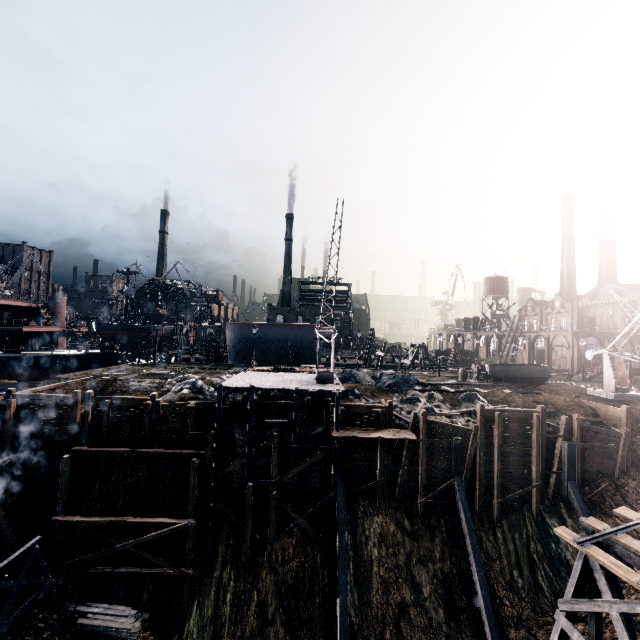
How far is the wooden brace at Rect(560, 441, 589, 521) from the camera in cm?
2243

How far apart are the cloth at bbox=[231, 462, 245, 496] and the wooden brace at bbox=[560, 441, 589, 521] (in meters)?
23.16

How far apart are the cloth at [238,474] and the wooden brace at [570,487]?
23.2m

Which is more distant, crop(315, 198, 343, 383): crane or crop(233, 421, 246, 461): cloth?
crop(233, 421, 246, 461): cloth

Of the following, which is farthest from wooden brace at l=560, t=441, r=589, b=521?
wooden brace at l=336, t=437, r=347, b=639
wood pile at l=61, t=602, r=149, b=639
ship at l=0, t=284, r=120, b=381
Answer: ship at l=0, t=284, r=120, b=381

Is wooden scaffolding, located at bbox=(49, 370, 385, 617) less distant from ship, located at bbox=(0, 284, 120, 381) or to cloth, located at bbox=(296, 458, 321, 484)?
cloth, located at bbox=(296, 458, 321, 484)

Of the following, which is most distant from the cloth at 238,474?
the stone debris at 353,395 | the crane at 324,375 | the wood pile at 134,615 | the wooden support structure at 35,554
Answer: the wooden support structure at 35,554

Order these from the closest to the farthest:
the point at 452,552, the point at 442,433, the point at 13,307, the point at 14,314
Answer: the point at 452,552 → the point at 442,433 → the point at 13,307 → the point at 14,314
